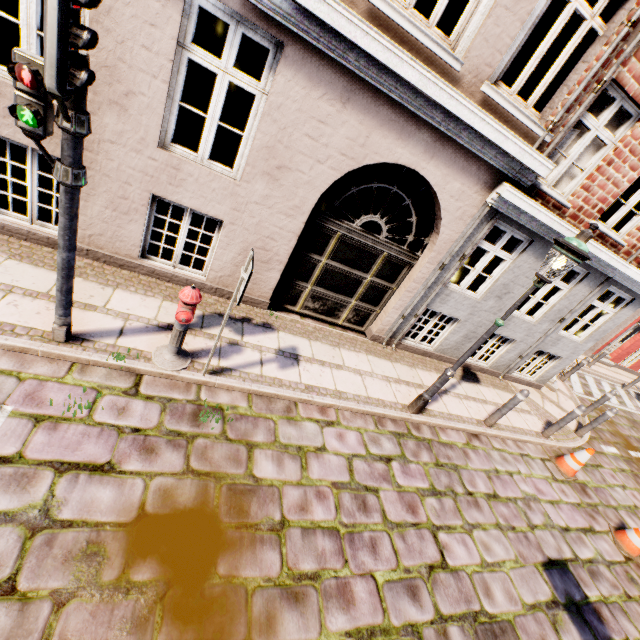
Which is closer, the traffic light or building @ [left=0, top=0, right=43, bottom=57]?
the traffic light

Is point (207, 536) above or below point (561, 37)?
below

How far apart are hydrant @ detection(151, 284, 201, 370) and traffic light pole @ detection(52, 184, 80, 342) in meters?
0.9

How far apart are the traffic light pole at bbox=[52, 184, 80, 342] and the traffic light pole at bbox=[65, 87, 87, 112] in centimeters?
63cm

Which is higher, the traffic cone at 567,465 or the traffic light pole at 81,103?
the traffic light pole at 81,103

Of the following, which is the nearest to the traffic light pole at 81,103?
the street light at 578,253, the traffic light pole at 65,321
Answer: the traffic light pole at 65,321

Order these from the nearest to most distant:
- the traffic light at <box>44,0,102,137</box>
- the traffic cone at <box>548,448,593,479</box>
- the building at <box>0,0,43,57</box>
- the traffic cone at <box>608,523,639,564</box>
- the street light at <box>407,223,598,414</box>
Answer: the traffic light at <box>44,0,102,137</box>, the building at <box>0,0,43,57</box>, the street light at <box>407,223,598,414</box>, the traffic cone at <box>608,523,639,564</box>, the traffic cone at <box>548,448,593,479</box>

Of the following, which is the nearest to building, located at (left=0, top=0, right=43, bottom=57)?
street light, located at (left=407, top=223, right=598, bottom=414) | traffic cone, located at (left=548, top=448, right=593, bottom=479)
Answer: street light, located at (left=407, top=223, right=598, bottom=414)
